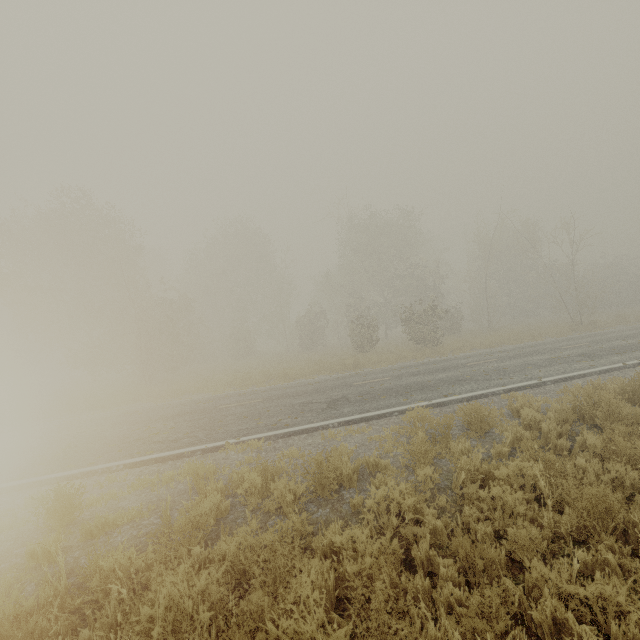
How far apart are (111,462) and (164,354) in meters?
14.5 m

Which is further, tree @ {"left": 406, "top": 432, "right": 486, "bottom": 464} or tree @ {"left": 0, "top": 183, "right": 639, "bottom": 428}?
tree @ {"left": 0, "top": 183, "right": 639, "bottom": 428}

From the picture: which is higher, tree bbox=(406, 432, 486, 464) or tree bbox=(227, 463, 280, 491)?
tree bbox=(227, 463, 280, 491)

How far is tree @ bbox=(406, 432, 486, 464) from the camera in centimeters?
531cm

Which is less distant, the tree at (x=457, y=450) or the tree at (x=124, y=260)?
the tree at (x=457, y=450)

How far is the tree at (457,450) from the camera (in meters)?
5.31
